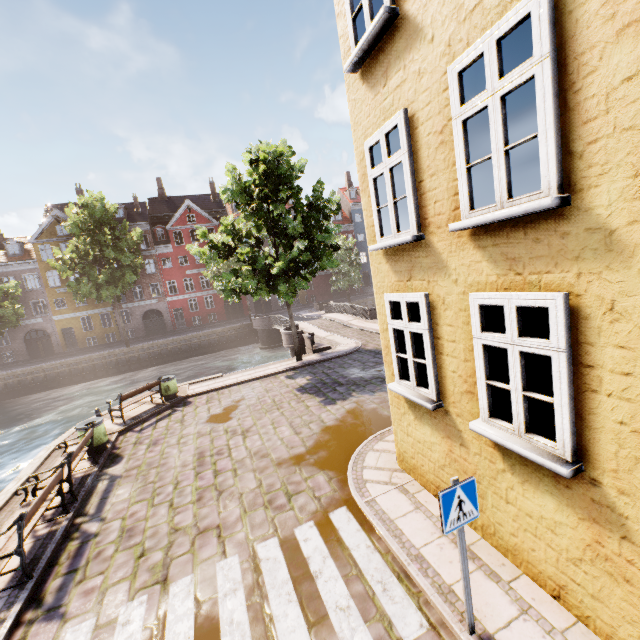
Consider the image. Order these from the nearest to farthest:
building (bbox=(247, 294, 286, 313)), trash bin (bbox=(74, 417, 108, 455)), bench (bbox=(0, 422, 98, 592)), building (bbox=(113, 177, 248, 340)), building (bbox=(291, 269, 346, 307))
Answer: bench (bbox=(0, 422, 98, 592)) → trash bin (bbox=(74, 417, 108, 455)) → building (bbox=(113, 177, 248, 340)) → building (bbox=(247, 294, 286, 313)) → building (bbox=(291, 269, 346, 307))

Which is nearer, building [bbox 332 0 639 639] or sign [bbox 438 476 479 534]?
building [bbox 332 0 639 639]

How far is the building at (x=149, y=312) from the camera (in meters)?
39.88

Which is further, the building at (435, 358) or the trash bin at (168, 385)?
the trash bin at (168, 385)

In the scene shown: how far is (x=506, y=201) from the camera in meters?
3.4 m

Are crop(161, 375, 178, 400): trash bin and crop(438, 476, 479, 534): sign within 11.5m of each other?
no

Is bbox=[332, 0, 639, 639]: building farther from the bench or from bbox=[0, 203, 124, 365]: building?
bbox=[0, 203, 124, 365]: building

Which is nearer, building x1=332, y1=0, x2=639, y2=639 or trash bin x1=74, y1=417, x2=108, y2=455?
building x1=332, y1=0, x2=639, y2=639
